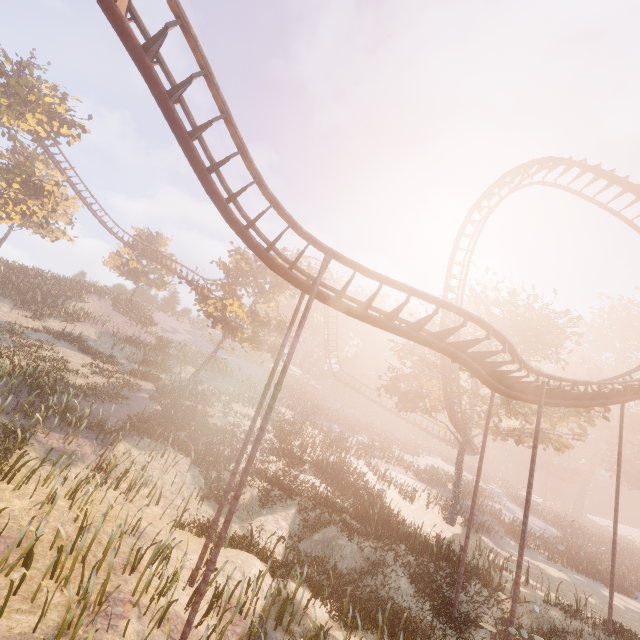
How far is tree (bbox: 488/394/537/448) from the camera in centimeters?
2284cm

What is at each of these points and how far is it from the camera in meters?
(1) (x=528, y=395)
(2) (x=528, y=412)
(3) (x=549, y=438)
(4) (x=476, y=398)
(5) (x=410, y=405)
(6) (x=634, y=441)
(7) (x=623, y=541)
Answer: (1) roller coaster, 13.6
(2) tree, 24.6
(3) tree, 24.6
(4) tree, 31.6
(5) tree, 28.7
(6) instancedfoliageactor, 54.2
(7) instancedfoliageactor, 46.2

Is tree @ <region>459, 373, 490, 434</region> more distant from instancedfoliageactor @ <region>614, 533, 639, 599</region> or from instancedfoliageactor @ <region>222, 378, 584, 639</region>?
instancedfoliageactor @ <region>614, 533, 639, 599</region>

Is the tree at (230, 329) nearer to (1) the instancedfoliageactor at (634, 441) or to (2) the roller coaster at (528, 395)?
(2) the roller coaster at (528, 395)

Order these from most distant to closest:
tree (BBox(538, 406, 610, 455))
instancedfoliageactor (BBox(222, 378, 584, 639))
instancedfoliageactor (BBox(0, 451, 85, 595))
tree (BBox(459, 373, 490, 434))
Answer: tree (BBox(459, 373, 490, 434)), tree (BBox(538, 406, 610, 455)), instancedfoliageactor (BBox(222, 378, 584, 639)), instancedfoliageactor (BBox(0, 451, 85, 595))

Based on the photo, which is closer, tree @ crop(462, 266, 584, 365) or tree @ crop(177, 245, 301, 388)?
tree @ crop(462, 266, 584, 365)

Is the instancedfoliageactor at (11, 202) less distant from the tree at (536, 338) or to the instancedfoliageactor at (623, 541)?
the tree at (536, 338)
